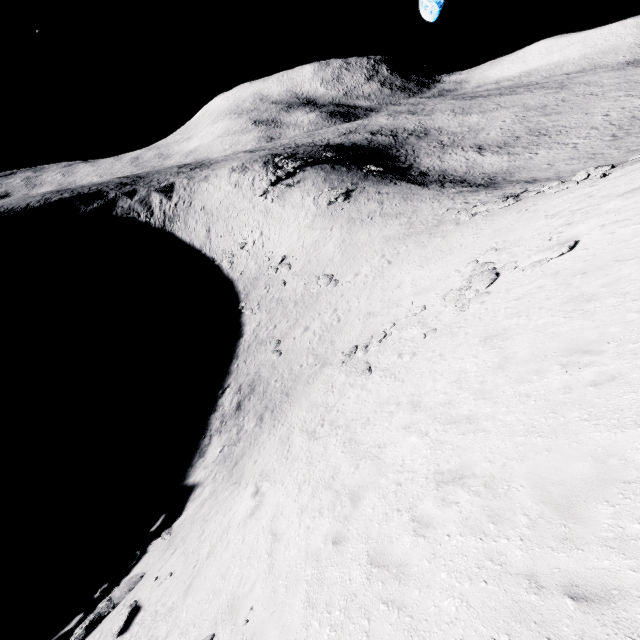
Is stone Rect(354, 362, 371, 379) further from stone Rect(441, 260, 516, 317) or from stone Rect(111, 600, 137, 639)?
stone Rect(111, 600, 137, 639)

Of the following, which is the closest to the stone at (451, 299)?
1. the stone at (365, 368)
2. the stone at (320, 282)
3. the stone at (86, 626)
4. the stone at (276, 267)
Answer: the stone at (365, 368)

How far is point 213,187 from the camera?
57.09m

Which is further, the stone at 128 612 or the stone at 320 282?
the stone at 320 282

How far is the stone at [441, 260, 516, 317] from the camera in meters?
15.2

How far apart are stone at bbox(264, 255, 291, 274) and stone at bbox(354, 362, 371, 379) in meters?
25.8 m

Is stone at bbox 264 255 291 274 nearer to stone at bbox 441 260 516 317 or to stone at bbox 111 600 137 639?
stone at bbox 441 260 516 317

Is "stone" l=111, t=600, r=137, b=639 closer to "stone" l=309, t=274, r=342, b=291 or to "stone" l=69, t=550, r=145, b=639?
"stone" l=69, t=550, r=145, b=639
